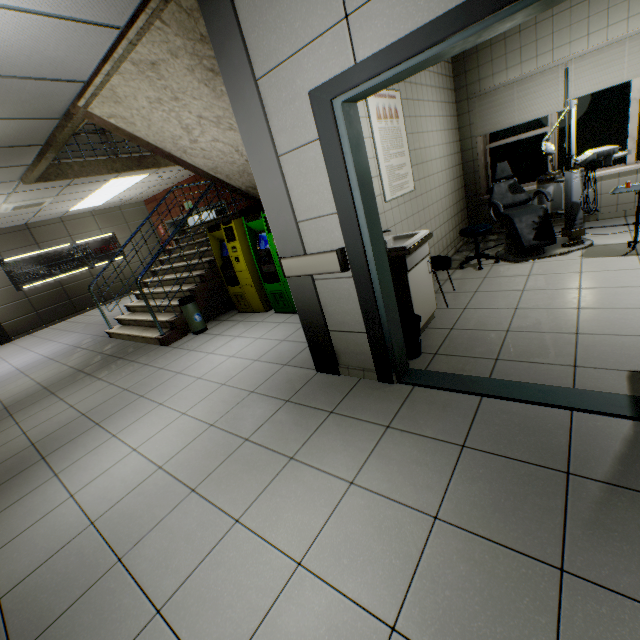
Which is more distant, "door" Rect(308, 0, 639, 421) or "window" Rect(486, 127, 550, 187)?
"window" Rect(486, 127, 550, 187)

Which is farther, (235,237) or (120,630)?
(235,237)

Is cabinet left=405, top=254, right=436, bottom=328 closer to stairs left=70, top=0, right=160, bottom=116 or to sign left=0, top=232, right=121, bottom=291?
stairs left=70, top=0, right=160, bottom=116

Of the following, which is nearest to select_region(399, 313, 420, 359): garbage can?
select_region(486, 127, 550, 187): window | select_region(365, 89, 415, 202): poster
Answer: select_region(365, 89, 415, 202): poster

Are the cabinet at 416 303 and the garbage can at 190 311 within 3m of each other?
no

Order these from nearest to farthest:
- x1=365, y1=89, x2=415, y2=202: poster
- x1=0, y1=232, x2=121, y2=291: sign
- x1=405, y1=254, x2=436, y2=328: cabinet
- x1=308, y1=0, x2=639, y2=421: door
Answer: x1=308, y1=0, x2=639, y2=421: door < x1=405, y1=254, x2=436, y2=328: cabinet < x1=365, y1=89, x2=415, y2=202: poster < x1=0, y1=232, x2=121, y2=291: sign

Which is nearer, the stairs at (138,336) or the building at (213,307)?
the stairs at (138,336)

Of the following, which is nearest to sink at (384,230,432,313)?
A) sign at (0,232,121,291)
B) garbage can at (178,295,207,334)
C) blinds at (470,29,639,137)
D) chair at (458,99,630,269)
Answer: chair at (458,99,630,269)
